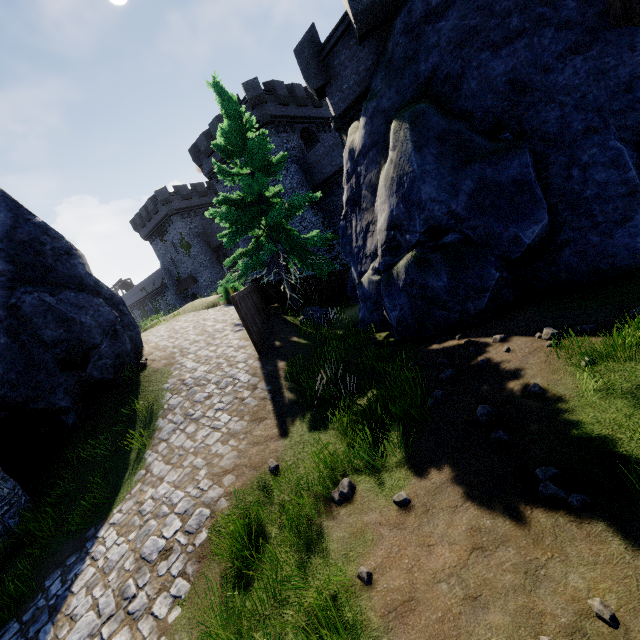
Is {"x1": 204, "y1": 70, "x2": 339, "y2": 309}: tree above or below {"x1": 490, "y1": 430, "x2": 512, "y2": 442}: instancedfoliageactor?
above

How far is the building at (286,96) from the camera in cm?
2619

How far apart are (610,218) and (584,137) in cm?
200

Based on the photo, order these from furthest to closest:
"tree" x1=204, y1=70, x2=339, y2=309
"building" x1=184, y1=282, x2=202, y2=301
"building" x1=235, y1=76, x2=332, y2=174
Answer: "building" x1=184, y1=282, x2=202, y2=301, "building" x1=235, y1=76, x2=332, y2=174, "tree" x1=204, y1=70, x2=339, y2=309

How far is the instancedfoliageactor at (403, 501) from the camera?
4.07m

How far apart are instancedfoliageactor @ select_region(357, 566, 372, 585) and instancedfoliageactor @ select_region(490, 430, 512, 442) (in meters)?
2.33

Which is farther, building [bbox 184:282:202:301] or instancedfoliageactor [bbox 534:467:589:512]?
building [bbox 184:282:202:301]

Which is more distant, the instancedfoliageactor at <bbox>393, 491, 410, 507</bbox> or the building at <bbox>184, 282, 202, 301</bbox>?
the building at <bbox>184, 282, 202, 301</bbox>
